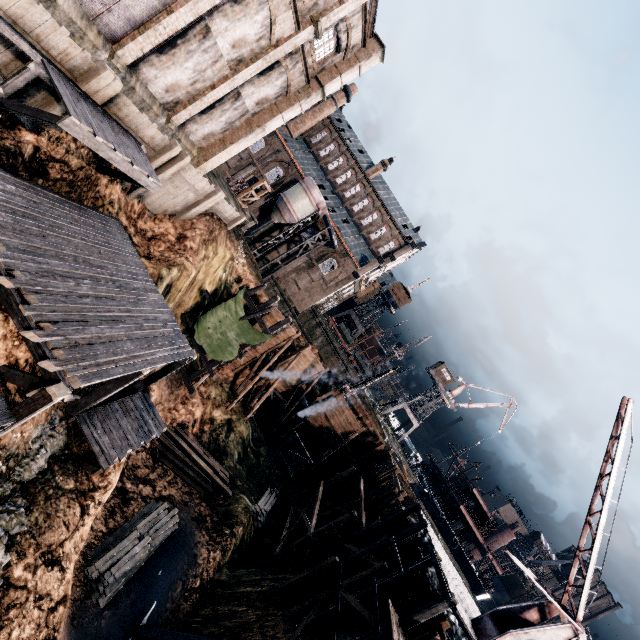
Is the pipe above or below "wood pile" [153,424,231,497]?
above

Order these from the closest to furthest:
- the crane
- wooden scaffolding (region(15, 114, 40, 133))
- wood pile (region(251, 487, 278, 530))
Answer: wooden scaffolding (region(15, 114, 40, 133)) < the crane < wood pile (region(251, 487, 278, 530))

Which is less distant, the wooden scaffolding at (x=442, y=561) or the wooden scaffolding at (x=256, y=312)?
the wooden scaffolding at (x=442, y=561)

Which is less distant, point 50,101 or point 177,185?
point 50,101

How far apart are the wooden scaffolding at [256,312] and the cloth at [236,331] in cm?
1

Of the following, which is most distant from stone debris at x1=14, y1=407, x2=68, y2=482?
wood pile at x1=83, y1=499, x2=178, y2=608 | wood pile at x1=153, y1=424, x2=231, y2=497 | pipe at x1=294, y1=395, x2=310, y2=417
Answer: pipe at x1=294, y1=395, x2=310, y2=417

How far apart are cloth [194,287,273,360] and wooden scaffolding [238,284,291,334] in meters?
0.0 m

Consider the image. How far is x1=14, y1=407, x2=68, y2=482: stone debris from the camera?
11.21m
